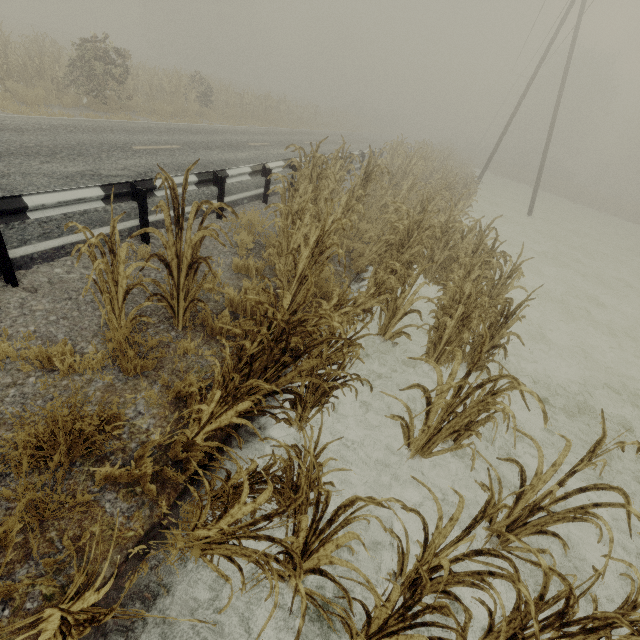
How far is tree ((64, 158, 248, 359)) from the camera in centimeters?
293cm

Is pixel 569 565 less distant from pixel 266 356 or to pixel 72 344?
pixel 266 356

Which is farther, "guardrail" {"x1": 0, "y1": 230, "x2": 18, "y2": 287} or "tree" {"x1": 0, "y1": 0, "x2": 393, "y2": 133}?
"tree" {"x1": 0, "y1": 0, "x2": 393, "y2": 133}

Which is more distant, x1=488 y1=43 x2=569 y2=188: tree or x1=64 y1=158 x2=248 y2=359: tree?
x1=488 y1=43 x2=569 y2=188: tree

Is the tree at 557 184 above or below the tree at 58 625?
above

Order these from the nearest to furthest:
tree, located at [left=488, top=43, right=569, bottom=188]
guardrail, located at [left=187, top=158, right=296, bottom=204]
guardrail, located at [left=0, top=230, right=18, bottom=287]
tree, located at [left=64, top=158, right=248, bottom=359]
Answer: tree, located at [left=64, top=158, right=248, bottom=359]
guardrail, located at [left=0, top=230, right=18, bottom=287]
guardrail, located at [left=187, top=158, right=296, bottom=204]
tree, located at [left=488, top=43, right=569, bottom=188]

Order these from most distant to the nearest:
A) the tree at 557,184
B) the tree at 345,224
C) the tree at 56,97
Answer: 1. the tree at 557,184
2. the tree at 56,97
3. the tree at 345,224
